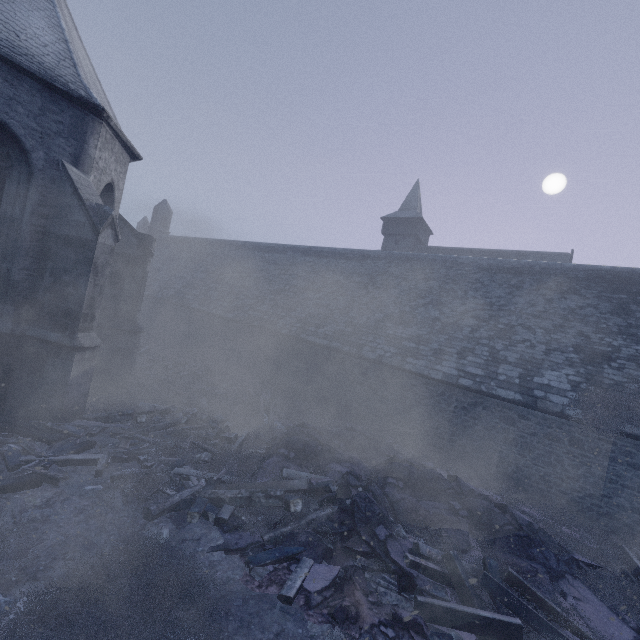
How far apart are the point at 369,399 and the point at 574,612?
8.3m

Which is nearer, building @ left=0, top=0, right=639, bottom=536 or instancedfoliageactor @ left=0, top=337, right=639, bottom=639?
instancedfoliageactor @ left=0, top=337, right=639, bottom=639

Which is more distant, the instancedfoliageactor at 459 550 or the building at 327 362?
the building at 327 362

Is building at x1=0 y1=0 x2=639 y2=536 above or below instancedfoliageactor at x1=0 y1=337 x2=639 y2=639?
above

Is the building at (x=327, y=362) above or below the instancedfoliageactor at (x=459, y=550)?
above
